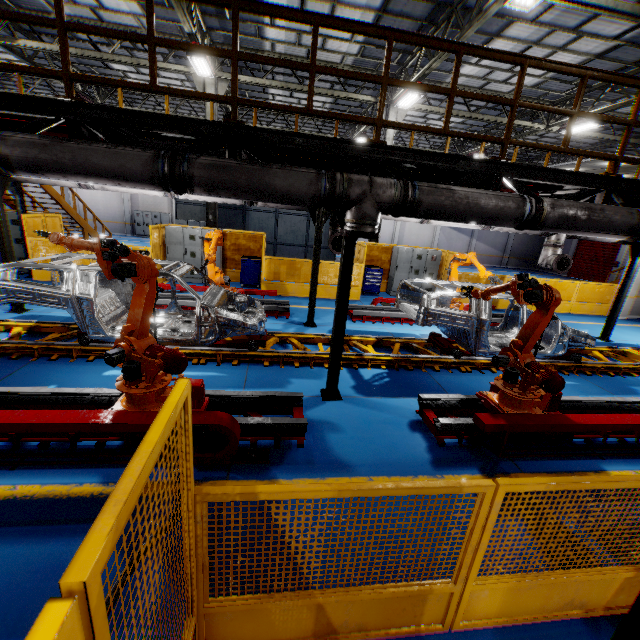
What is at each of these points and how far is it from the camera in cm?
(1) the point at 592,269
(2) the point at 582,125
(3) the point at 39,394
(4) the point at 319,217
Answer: (1) door, 2808
(2) light, 1298
(3) metal platform, 464
(4) metal pole, 855

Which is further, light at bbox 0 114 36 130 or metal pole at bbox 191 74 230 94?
metal pole at bbox 191 74 230 94

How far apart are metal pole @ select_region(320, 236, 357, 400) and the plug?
2.2 meters

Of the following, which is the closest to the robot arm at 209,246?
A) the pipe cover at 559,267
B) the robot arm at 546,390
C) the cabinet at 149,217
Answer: the robot arm at 546,390

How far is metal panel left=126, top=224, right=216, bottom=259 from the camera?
11.6 meters

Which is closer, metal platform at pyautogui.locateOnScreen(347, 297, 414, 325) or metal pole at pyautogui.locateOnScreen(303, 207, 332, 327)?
metal pole at pyautogui.locateOnScreen(303, 207, 332, 327)

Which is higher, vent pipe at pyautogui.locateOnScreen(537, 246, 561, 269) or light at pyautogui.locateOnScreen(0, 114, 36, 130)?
light at pyautogui.locateOnScreen(0, 114, 36, 130)

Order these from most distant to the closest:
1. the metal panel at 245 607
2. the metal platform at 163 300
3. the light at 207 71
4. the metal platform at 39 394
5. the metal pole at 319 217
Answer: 1. the light at 207 71
2. the metal platform at 163 300
3. the metal pole at 319 217
4. the metal platform at 39 394
5. the metal panel at 245 607
